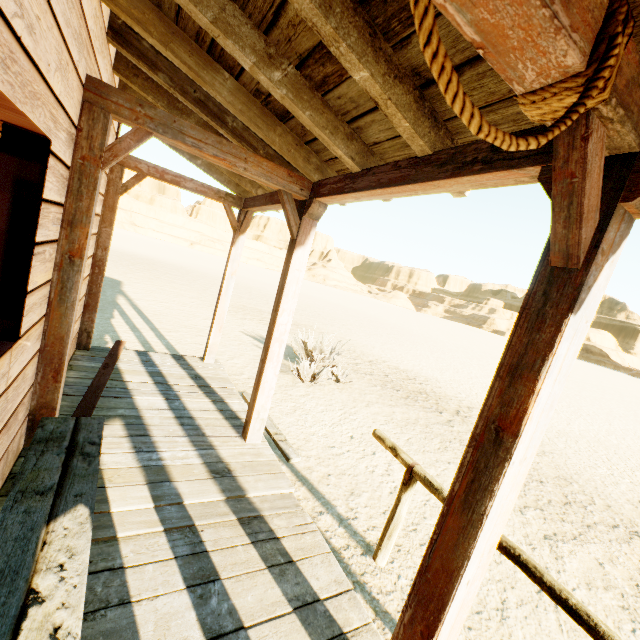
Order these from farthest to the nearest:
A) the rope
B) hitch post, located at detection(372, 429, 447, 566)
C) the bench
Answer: hitch post, located at detection(372, 429, 447, 566) → the bench → the rope

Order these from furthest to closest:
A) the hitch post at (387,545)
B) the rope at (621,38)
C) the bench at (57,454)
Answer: the hitch post at (387,545) < the bench at (57,454) < the rope at (621,38)

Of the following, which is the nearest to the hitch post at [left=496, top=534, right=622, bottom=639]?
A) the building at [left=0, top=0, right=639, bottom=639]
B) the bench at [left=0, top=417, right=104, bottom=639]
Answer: the building at [left=0, top=0, right=639, bottom=639]

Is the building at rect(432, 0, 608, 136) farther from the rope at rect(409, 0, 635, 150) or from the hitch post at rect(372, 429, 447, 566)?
the hitch post at rect(372, 429, 447, 566)

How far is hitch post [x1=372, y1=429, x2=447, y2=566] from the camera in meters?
2.6 m

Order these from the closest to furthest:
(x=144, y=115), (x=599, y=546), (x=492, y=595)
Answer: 1. (x=144, y=115)
2. (x=492, y=595)
3. (x=599, y=546)

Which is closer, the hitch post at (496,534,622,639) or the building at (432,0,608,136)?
the building at (432,0,608,136)

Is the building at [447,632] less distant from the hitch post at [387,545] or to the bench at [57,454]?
the bench at [57,454]
